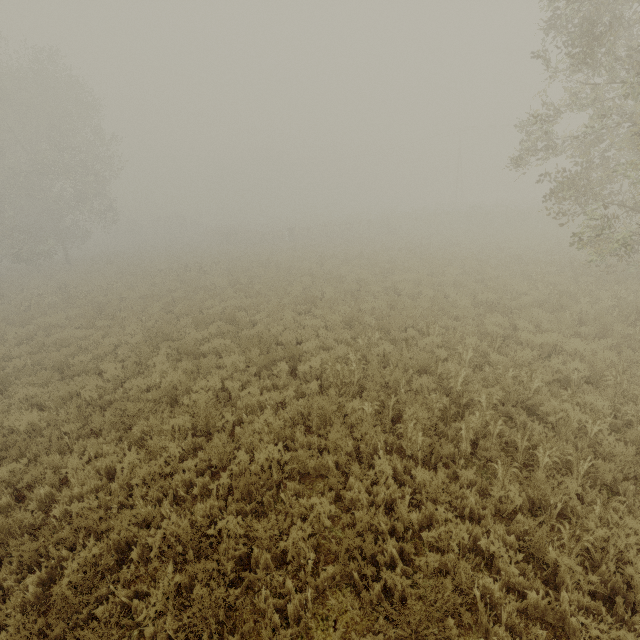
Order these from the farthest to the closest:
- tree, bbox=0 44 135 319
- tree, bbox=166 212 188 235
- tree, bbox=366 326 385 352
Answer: tree, bbox=166 212 188 235 → tree, bbox=0 44 135 319 → tree, bbox=366 326 385 352

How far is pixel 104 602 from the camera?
3.91m

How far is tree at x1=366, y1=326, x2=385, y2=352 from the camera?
9.3 meters

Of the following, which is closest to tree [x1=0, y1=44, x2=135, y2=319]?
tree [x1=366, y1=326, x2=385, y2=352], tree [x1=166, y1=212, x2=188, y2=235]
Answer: tree [x1=166, y1=212, x2=188, y2=235]

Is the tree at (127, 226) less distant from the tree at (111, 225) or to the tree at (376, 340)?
the tree at (111, 225)

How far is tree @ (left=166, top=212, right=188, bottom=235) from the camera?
56.7m
